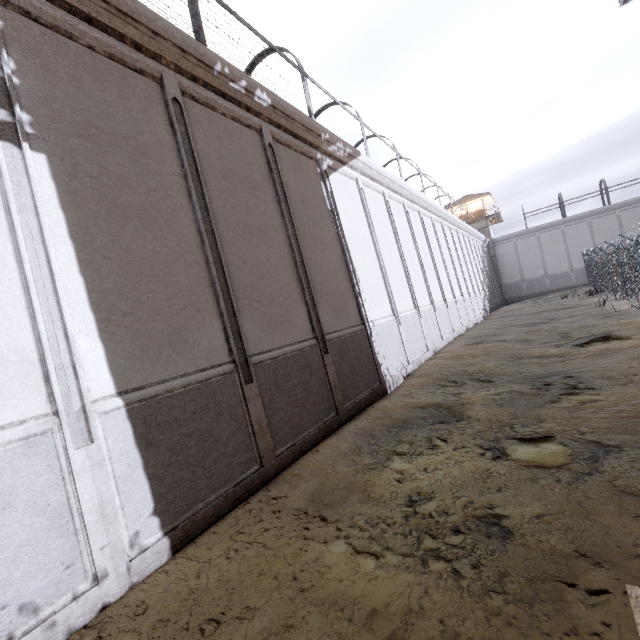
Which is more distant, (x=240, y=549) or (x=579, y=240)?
(x=579, y=240)

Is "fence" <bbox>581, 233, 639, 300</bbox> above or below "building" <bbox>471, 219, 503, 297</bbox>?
below

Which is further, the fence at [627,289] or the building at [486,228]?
the building at [486,228]

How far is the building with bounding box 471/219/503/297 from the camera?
42.4m

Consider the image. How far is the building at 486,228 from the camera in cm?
4238

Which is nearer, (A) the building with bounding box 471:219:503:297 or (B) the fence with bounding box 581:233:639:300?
(B) the fence with bounding box 581:233:639:300
